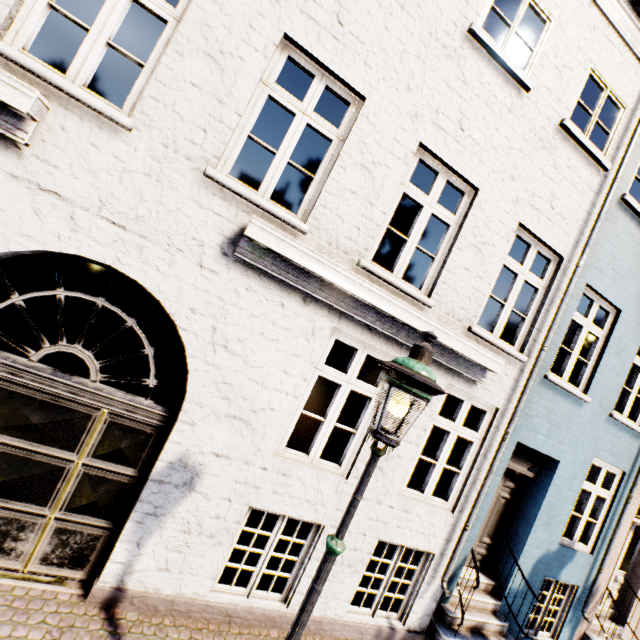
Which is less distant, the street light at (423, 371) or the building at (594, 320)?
the street light at (423, 371)

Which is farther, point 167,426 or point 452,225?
point 452,225

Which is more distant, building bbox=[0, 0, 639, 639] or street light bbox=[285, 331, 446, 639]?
building bbox=[0, 0, 639, 639]
